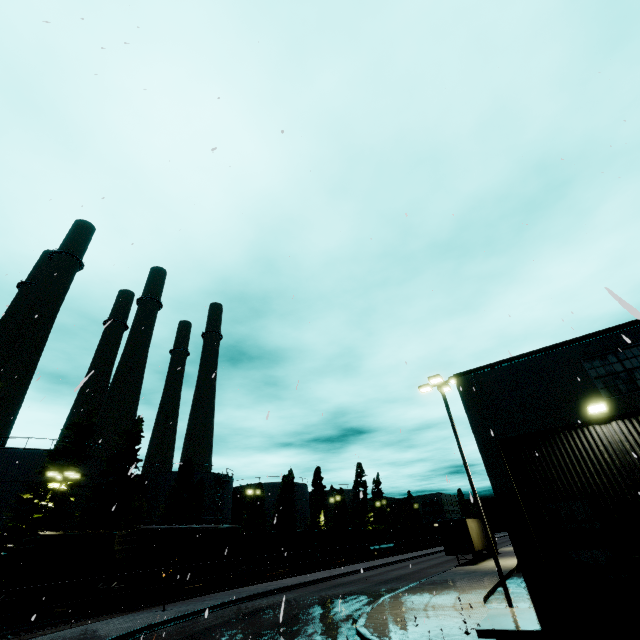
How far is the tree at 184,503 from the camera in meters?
41.7

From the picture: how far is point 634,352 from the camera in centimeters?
1055cm

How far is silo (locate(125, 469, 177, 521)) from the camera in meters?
44.8

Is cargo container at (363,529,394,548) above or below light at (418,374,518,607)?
below

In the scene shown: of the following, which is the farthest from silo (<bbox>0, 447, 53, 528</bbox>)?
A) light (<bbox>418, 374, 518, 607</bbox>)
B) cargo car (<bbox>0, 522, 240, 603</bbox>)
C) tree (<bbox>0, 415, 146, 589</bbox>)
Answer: light (<bbox>418, 374, 518, 607</bbox>)

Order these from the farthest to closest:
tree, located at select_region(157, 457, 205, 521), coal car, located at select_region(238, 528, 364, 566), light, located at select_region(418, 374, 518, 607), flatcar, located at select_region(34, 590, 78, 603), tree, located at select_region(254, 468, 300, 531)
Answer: tree, located at select_region(254, 468, 300, 531)
tree, located at select_region(157, 457, 205, 521)
coal car, located at select_region(238, 528, 364, 566)
flatcar, located at select_region(34, 590, 78, 603)
light, located at select_region(418, 374, 518, 607)

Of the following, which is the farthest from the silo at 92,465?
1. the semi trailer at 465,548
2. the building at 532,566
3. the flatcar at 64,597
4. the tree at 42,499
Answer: the flatcar at 64,597

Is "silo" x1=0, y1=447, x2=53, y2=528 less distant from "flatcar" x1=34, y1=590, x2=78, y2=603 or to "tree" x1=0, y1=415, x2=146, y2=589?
"tree" x1=0, y1=415, x2=146, y2=589
